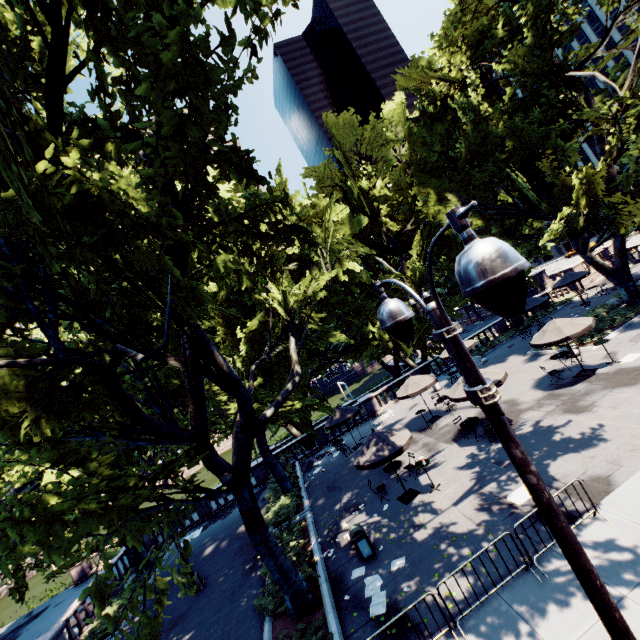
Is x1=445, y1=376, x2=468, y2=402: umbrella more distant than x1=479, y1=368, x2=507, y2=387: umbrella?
Yes

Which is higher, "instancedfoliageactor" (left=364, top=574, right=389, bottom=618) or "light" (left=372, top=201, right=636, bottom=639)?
"light" (left=372, top=201, right=636, bottom=639)

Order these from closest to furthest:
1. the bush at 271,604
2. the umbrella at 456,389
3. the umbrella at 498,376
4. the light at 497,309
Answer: the light at 497,309 → the bush at 271,604 → the umbrella at 498,376 → the umbrella at 456,389

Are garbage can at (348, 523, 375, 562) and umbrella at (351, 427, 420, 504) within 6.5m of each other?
yes

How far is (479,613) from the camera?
7.3 meters

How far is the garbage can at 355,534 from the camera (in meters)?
11.02

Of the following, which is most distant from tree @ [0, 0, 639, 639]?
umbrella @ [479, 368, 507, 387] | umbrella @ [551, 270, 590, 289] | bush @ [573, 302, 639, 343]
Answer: umbrella @ [479, 368, 507, 387]

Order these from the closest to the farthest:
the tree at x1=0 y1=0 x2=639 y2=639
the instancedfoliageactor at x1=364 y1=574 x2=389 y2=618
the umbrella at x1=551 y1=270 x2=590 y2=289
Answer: the tree at x1=0 y1=0 x2=639 y2=639 → the instancedfoliageactor at x1=364 y1=574 x2=389 y2=618 → the umbrella at x1=551 y1=270 x2=590 y2=289
